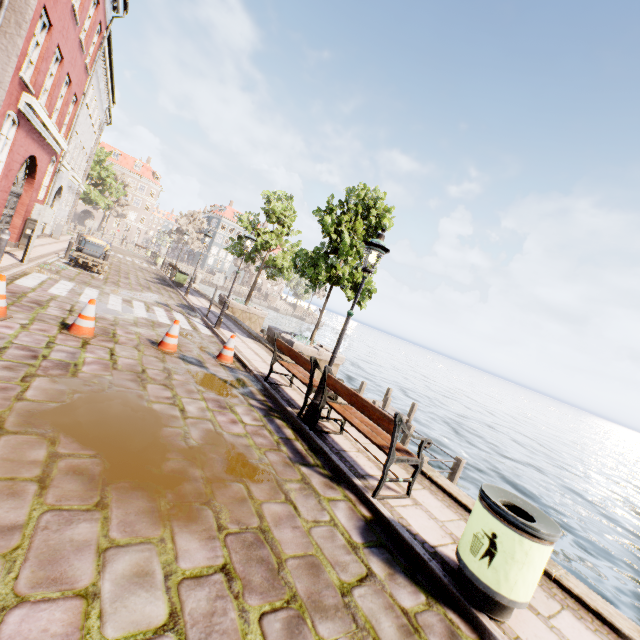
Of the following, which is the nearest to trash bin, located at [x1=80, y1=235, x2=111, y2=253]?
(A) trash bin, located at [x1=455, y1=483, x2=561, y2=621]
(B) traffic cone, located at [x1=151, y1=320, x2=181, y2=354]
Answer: (B) traffic cone, located at [x1=151, y1=320, x2=181, y2=354]

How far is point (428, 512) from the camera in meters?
4.5 m

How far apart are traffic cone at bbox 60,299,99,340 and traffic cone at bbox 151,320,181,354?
1.0m

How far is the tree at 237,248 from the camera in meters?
18.3

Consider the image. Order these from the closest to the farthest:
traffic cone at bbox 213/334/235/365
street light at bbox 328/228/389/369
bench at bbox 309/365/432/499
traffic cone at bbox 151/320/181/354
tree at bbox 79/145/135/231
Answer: bench at bbox 309/365/432/499, street light at bbox 328/228/389/369, traffic cone at bbox 151/320/181/354, traffic cone at bbox 213/334/235/365, tree at bbox 79/145/135/231

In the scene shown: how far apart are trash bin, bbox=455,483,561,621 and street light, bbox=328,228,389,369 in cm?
300

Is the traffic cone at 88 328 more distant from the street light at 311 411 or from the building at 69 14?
the street light at 311 411

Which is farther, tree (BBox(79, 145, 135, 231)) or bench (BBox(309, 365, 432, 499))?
tree (BBox(79, 145, 135, 231))
